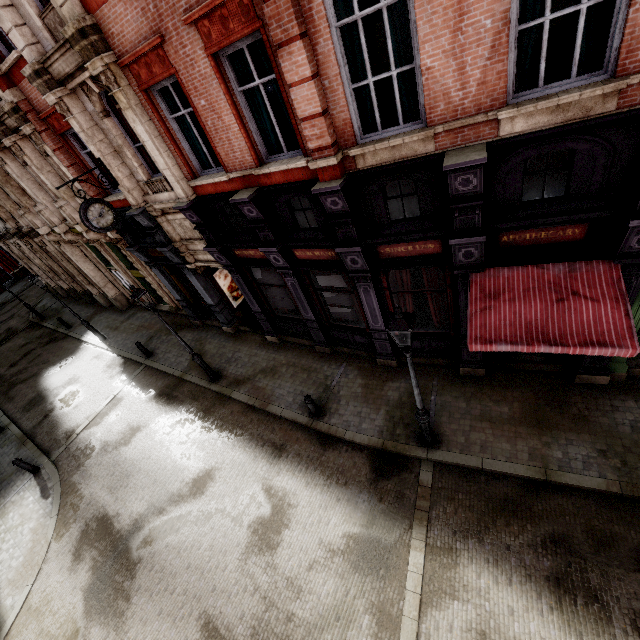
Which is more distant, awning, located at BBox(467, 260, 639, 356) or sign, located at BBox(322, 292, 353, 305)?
sign, located at BBox(322, 292, 353, 305)

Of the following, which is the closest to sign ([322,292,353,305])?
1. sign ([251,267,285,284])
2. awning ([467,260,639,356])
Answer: sign ([251,267,285,284])

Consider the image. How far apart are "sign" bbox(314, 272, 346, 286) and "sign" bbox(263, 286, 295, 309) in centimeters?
130cm

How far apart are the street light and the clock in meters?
9.5 m

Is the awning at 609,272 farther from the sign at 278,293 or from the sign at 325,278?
the sign at 278,293

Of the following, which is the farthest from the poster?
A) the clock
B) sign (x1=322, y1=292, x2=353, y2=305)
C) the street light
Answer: the street light

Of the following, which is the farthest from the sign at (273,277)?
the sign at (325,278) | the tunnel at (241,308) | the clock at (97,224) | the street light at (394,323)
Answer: the street light at (394,323)

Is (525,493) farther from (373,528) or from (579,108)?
(579,108)
